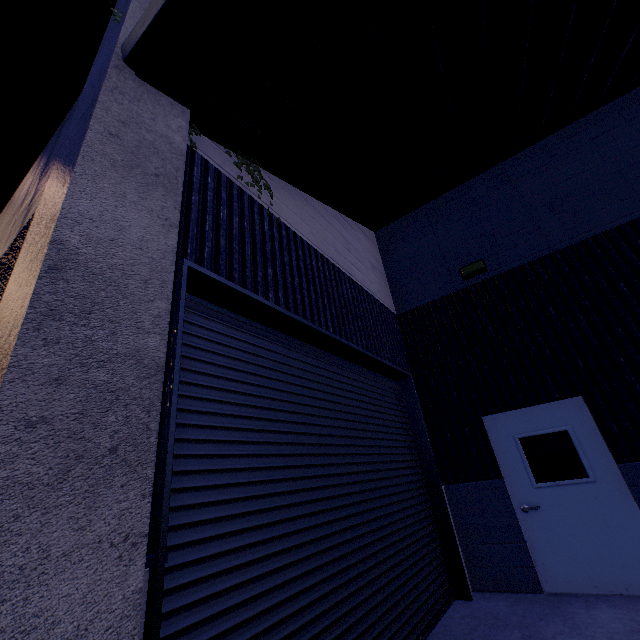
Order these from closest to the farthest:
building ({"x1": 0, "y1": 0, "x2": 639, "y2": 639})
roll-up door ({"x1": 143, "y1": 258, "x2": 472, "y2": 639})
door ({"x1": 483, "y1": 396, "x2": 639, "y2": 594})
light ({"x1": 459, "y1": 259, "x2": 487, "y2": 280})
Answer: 1. building ({"x1": 0, "y1": 0, "x2": 639, "y2": 639})
2. roll-up door ({"x1": 143, "y1": 258, "x2": 472, "y2": 639})
3. door ({"x1": 483, "y1": 396, "x2": 639, "y2": 594})
4. light ({"x1": 459, "y1": 259, "x2": 487, "y2": 280})

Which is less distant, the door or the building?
the building

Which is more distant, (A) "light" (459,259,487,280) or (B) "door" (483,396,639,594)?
(A) "light" (459,259,487,280)

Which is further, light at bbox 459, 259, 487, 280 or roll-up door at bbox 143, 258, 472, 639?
light at bbox 459, 259, 487, 280

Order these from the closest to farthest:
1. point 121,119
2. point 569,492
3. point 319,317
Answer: point 121,119
point 319,317
point 569,492

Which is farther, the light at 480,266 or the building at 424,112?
the light at 480,266

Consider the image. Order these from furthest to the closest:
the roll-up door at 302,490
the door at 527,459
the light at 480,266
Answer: the light at 480,266, the door at 527,459, the roll-up door at 302,490

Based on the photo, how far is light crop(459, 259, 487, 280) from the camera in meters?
6.4 m
